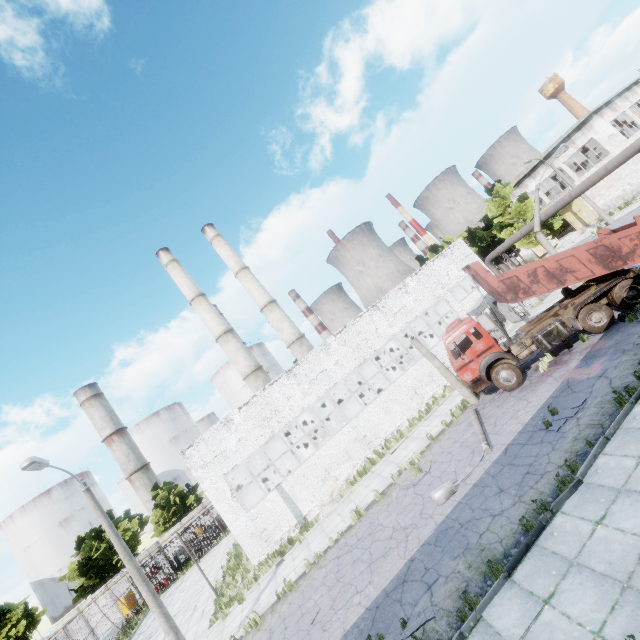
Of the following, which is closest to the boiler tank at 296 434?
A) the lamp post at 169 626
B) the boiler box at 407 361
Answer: the boiler box at 407 361

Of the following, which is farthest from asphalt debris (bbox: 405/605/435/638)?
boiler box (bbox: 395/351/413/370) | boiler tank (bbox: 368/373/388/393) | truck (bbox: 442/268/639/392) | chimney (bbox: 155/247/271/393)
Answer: chimney (bbox: 155/247/271/393)

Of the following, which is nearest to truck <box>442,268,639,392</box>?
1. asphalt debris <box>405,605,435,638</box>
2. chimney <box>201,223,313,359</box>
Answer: asphalt debris <box>405,605,435,638</box>

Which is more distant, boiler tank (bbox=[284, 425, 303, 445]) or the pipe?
boiler tank (bbox=[284, 425, 303, 445])

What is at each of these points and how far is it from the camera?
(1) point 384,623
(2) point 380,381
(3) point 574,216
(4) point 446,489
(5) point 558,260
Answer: (1) asphalt debris, 8.38m
(2) boiler tank, 28.94m
(3) door, 39.91m
(4) lamp post, 11.23m
(5) truck dump body, 13.87m

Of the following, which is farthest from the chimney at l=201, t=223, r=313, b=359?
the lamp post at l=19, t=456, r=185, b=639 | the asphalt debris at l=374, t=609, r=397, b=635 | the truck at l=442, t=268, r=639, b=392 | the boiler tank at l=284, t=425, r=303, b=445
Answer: the asphalt debris at l=374, t=609, r=397, b=635

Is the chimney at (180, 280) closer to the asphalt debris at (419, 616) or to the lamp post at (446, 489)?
the lamp post at (446, 489)

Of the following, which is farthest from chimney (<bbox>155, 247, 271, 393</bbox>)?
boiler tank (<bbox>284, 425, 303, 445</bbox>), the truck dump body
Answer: the truck dump body
